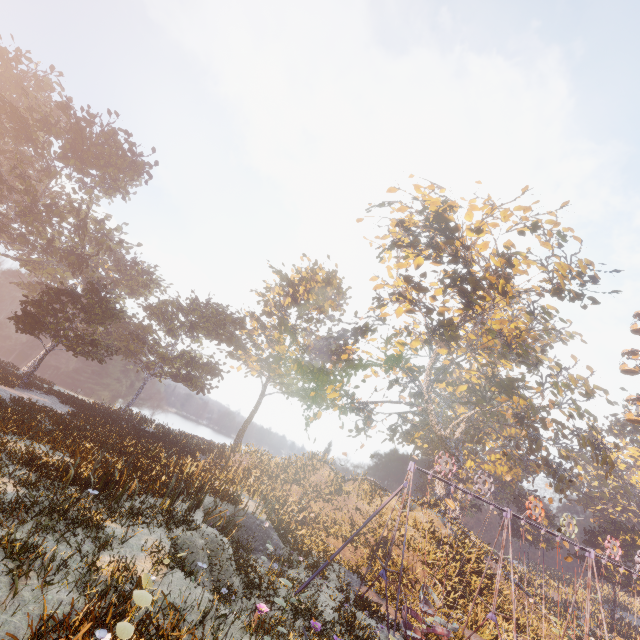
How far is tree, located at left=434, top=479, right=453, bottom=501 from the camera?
31.8m

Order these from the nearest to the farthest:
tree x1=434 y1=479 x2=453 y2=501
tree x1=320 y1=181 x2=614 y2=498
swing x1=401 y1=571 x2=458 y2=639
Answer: swing x1=401 y1=571 x2=458 y2=639, tree x1=320 y1=181 x2=614 y2=498, tree x1=434 y1=479 x2=453 y2=501

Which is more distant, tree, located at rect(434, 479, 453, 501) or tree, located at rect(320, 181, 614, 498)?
tree, located at rect(434, 479, 453, 501)

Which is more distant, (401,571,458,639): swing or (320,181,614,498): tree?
(320,181,614,498): tree

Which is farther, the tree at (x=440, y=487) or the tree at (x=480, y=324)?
the tree at (x=440, y=487)

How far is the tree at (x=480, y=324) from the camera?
21.9m

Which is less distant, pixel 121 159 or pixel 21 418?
pixel 21 418
